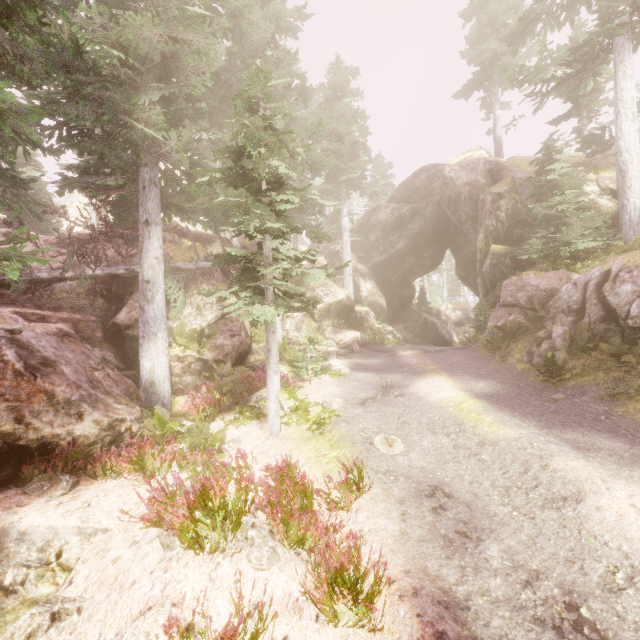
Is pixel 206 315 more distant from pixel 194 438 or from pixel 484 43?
pixel 484 43

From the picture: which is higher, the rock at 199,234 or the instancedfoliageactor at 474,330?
the rock at 199,234

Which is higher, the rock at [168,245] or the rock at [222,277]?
the rock at [168,245]

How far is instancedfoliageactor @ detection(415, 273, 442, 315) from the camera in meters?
36.2

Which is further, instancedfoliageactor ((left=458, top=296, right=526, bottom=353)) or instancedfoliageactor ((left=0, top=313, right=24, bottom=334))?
instancedfoliageactor ((left=458, top=296, right=526, bottom=353))
